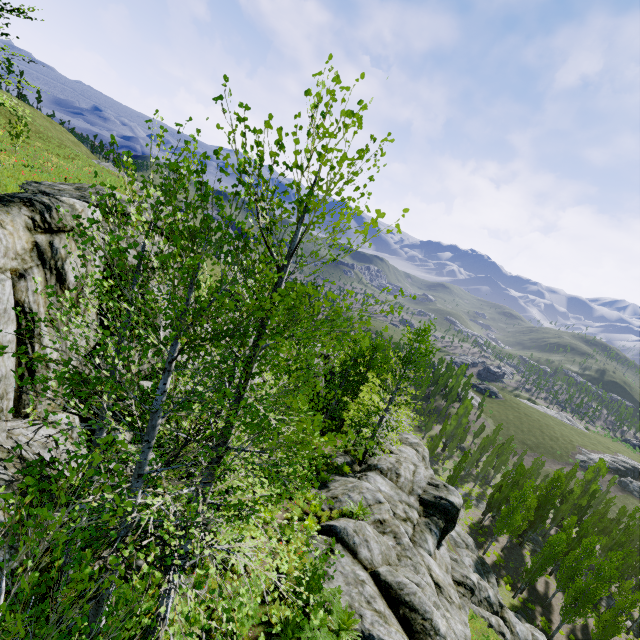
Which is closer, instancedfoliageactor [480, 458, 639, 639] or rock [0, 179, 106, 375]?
rock [0, 179, 106, 375]

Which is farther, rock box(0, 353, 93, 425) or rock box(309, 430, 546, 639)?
rock box(309, 430, 546, 639)

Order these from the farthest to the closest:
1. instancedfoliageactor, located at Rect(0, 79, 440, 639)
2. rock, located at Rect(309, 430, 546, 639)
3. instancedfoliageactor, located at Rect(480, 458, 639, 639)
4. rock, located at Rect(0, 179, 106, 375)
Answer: instancedfoliageactor, located at Rect(480, 458, 639, 639)
rock, located at Rect(309, 430, 546, 639)
rock, located at Rect(0, 179, 106, 375)
instancedfoliageactor, located at Rect(0, 79, 440, 639)

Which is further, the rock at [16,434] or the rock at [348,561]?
the rock at [348,561]

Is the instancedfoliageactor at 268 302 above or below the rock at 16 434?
below

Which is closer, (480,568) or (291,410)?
(291,410)

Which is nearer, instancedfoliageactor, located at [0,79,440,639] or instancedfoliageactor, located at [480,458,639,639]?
instancedfoliageactor, located at [0,79,440,639]
